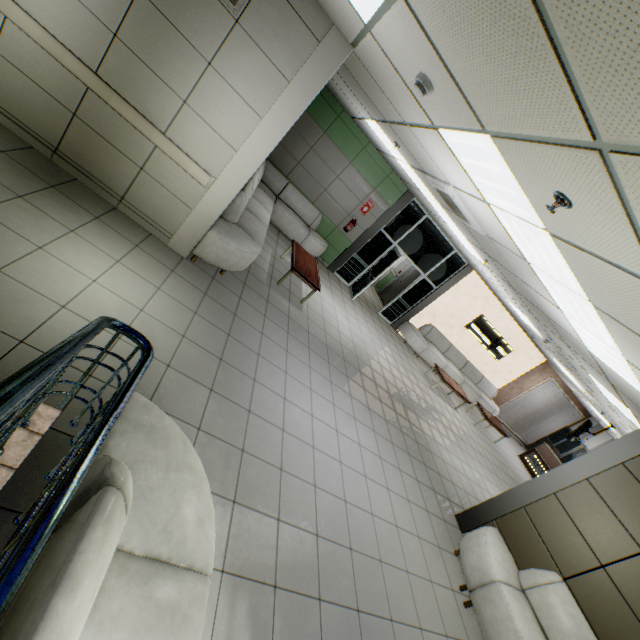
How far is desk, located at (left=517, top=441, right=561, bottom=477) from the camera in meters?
12.3 m

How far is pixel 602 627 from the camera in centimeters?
379cm

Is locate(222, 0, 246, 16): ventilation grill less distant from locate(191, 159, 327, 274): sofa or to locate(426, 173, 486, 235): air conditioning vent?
locate(191, 159, 327, 274): sofa

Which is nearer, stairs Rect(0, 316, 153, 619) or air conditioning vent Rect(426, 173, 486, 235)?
stairs Rect(0, 316, 153, 619)

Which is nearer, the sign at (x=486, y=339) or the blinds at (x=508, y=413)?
the sign at (x=486, y=339)

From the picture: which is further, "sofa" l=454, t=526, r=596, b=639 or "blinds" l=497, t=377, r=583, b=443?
"blinds" l=497, t=377, r=583, b=443

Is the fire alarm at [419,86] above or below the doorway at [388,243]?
above

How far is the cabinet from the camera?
14.32m
